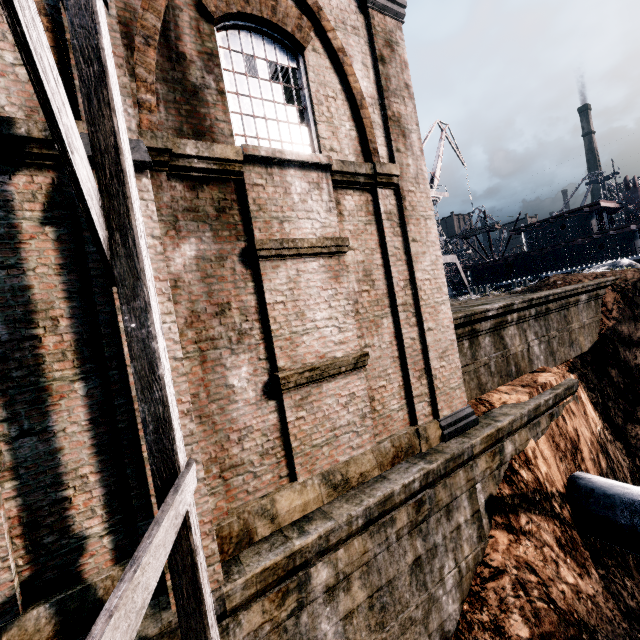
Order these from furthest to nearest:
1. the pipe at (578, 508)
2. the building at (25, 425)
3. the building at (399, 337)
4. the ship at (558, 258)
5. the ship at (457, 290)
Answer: the ship at (457, 290), the ship at (558, 258), the pipe at (578, 508), the building at (399, 337), the building at (25, 425)

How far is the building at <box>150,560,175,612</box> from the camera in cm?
432

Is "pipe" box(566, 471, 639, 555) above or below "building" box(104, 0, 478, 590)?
below

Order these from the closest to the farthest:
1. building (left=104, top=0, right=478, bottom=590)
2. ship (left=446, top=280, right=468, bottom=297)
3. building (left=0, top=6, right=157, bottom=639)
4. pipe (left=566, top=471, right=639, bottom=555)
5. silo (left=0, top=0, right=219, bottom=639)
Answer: silo (left=0, top=0, right=219, bottom=639)
building (left=0, top=6, right=157, bottom=639)
building (left=104, top=0, right=478, bottom=590)
pipe (left=566, top=471, right=639, bottom=555)
ship (left=446, top=280, right=468, bottom=297)

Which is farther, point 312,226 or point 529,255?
point 529,255

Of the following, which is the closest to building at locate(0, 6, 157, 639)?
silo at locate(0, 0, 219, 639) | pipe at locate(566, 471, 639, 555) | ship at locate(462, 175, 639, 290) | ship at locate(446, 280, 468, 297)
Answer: silo at locate(0, 0, 219, 639)

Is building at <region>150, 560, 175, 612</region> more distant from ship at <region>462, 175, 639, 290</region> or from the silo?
ship at <region>462, 175, 639, 290</region>

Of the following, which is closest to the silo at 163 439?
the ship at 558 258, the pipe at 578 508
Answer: the pipe at 578 508
